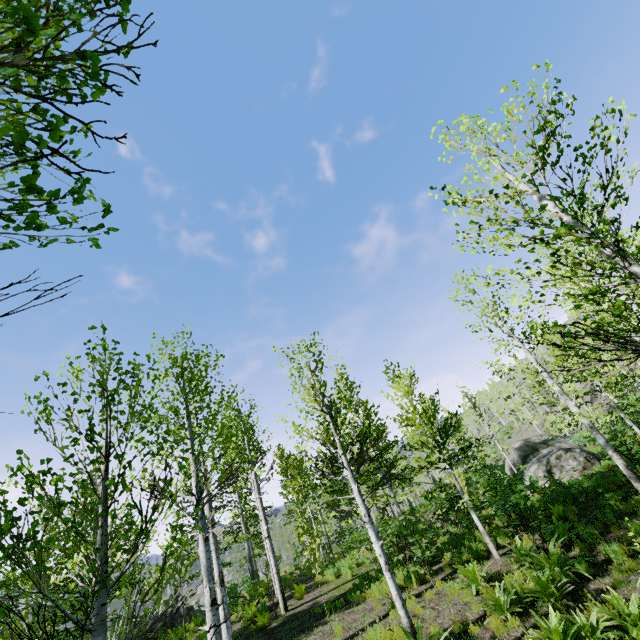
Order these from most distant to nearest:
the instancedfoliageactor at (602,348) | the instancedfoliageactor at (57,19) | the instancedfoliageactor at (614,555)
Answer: the instancedfoliageactor at (614,555) → the instancedfoliageactor at (602,348) → the instancedfoliageactor at (57,19)

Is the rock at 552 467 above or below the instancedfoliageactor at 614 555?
above

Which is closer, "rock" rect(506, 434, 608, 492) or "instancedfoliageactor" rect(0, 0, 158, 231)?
"instancedfoliageactor" rect(0, 0, 158, 231)

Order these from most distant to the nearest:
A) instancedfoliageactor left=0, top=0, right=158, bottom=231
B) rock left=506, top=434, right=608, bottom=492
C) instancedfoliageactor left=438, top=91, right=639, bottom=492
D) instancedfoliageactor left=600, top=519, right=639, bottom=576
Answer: rock left=506, top=434, right=608, bottom=492, instancedfoliageactor left=600, top=519, right=639, bottom=576, instancedfoliageactor left=438, top=91, right=639, bottom=492, instancedfoliageactor left=0, top=0, right=158, bottom=231

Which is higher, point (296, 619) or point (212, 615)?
point (212, 615)

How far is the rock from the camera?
14.4 meters

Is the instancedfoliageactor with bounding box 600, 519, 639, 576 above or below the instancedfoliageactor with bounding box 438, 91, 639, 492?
below
